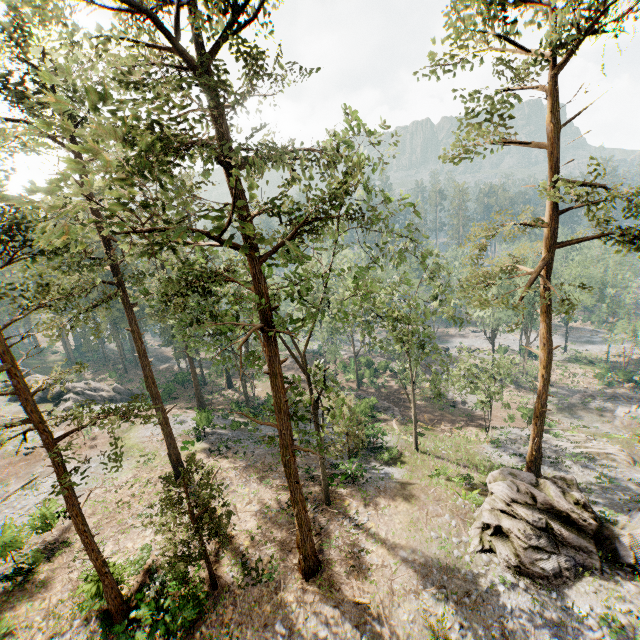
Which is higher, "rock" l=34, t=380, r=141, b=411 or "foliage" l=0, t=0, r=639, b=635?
"foliage" l=0, t=0, r=639, b=635

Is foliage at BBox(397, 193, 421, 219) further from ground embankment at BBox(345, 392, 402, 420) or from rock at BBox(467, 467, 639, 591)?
ground embankment at BBox(345, 392, 402, 420)

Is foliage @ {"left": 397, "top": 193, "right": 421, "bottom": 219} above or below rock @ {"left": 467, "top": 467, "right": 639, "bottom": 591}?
above

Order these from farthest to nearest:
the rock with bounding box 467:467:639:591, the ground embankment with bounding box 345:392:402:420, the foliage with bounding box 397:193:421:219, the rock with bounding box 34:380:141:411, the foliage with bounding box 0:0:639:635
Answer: the rock with bounding box 34:380:141:411, the ground embankment with bounding box 345:392:402:420, the rock with bounding box 467:467:639:591, the foliage with bounding box 397:193:421:219, the foliage with bounding box 0:0:639:635

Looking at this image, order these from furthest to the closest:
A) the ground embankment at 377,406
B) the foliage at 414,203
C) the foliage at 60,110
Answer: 1. the ground embankment at 377,406
2. the foliage at 414,203
3. the foliage at 60,110

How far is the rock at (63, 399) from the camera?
39.7m

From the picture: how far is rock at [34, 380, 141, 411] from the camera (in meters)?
39.72

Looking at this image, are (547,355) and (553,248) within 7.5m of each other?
yes
